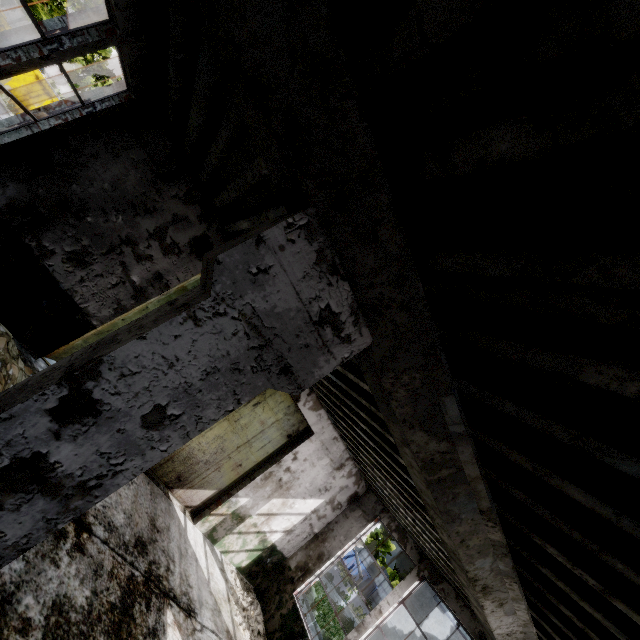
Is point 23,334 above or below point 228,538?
below

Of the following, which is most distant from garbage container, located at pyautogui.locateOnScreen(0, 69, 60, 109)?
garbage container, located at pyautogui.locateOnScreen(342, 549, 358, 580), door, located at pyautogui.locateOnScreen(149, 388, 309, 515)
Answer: garbage container, located at pyautogui.locateOnScreen(342, 549, 358, 580)

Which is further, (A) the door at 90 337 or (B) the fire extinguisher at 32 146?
(A) the door at 90 337

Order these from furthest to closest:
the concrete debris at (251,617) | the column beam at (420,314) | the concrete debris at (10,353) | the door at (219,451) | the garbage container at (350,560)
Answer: the garbage container at (350,560), the door at (219,451), the concrete debris at (251,617), the concrete debris at (10,353), the column beam at (420,314)

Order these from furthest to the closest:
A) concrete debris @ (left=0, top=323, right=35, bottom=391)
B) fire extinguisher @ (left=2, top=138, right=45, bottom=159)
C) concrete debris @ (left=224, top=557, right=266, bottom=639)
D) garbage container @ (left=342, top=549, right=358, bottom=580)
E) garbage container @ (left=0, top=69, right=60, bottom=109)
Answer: garbage container @ (left=342, top=549, right=358, bottom=580) → garbage container @ (left=0, top=69, right=60, bottom=109) → concrete debris @ (left=224, top=557, right=266, bottom=639) → fire extinguisher @ (left=2, top=138, right=45, bottom=159) → concrete debris @ (left=0, top=323, right=35, bottom=391)

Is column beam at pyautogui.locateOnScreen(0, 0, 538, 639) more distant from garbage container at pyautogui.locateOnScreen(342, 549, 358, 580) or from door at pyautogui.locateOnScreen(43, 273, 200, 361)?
garbage container at pyautogui.locateOnScreen(342, 549, 358, 580)

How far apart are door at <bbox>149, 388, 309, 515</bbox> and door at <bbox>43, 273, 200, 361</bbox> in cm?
196

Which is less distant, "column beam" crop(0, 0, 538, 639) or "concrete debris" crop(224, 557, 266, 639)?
"column beam" crop(0, 0, 538, 639)
